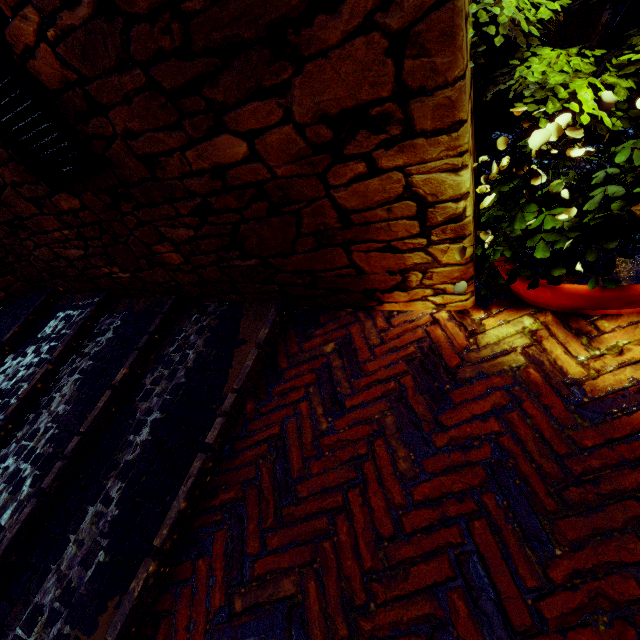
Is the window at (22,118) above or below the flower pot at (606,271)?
above

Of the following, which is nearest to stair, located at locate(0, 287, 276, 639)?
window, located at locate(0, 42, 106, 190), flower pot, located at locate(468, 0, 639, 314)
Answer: window, located at locate(0, 42, 106, 190)

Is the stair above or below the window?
below

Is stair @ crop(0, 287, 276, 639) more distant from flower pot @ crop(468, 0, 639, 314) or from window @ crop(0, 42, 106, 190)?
flower pot @ crop(468, 0, 639, 314)

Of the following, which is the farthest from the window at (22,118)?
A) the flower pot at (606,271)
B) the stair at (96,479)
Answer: the flower pot at (606,271)

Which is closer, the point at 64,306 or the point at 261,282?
the point at 261,282
